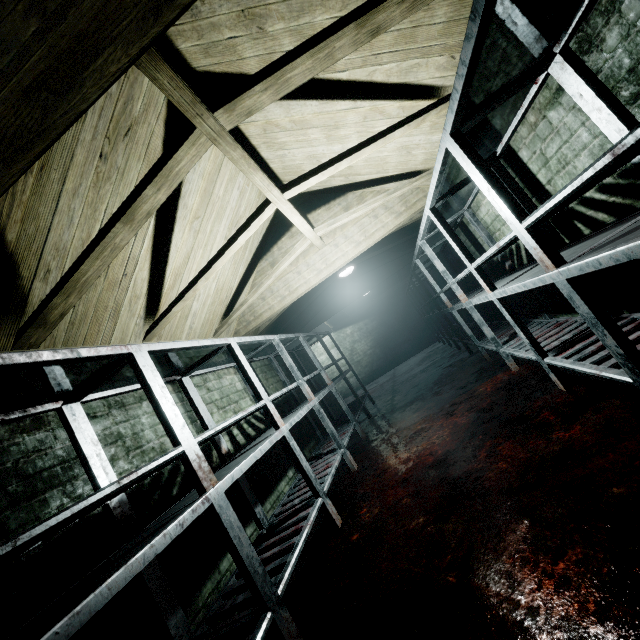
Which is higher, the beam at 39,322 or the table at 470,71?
the beam at 39,322

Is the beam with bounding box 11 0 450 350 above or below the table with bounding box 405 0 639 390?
above

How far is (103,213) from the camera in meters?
2.0
